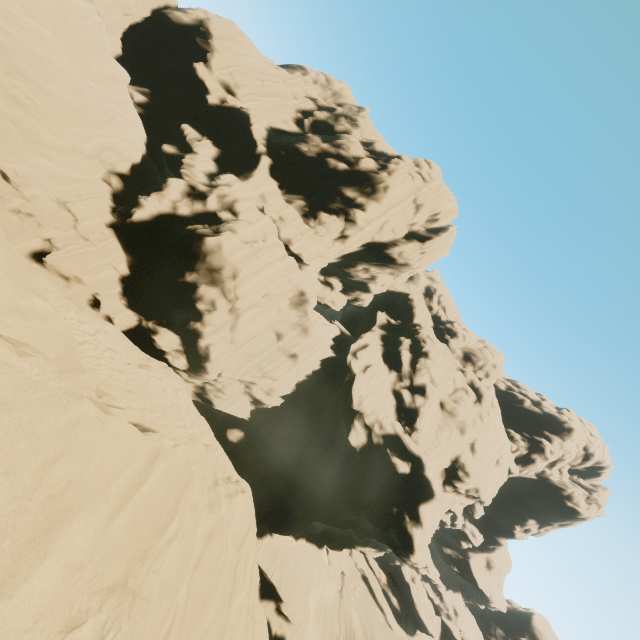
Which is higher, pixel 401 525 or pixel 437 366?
pixel 437 366
